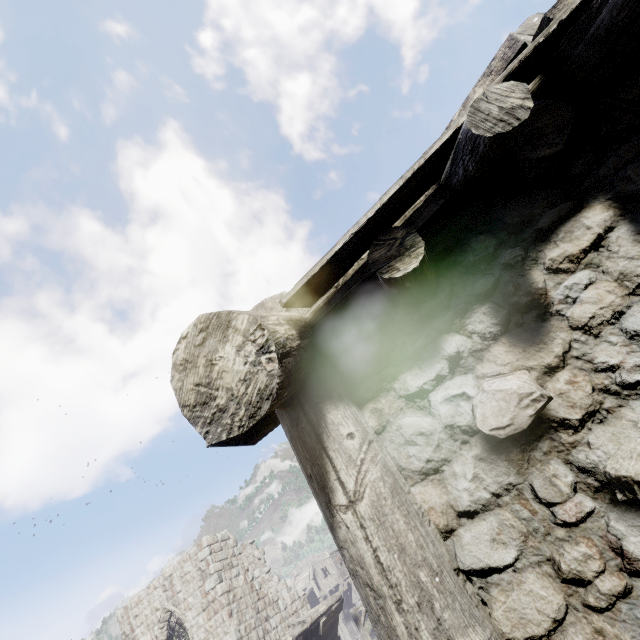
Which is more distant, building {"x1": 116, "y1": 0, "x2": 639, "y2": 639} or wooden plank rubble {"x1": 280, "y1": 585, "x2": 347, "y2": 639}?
wooden plank rubble {"x1": 280, "y1": 585, "x2": 347, "y2": 639}

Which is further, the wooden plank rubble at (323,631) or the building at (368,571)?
the wooden plank rubble at (323,631)

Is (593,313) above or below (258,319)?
below

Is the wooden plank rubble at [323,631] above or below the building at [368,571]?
below

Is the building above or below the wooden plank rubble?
above
